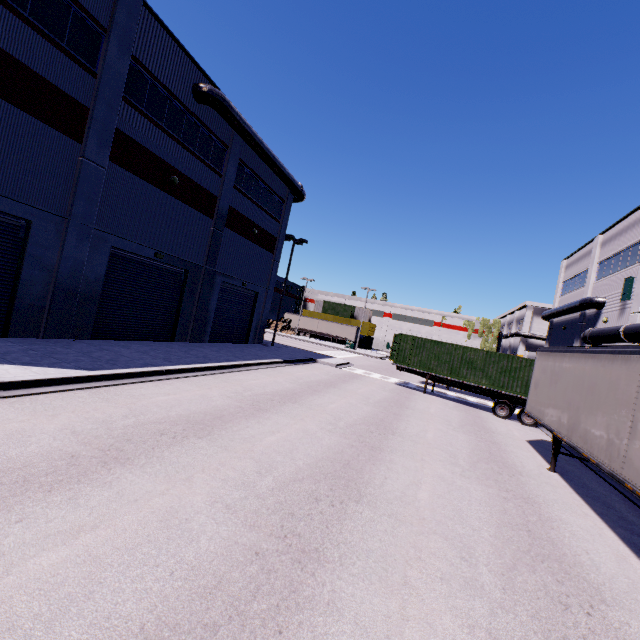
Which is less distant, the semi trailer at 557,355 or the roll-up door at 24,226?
the semi trailer at 557,355

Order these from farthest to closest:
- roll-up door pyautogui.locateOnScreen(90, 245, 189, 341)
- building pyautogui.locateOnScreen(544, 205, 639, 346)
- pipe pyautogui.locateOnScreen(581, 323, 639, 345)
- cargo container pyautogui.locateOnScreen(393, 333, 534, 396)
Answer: building pyautogui.locateOnScreen(544, 205, 639, 346) → cargo container pyautogui.locateOnScreen(393, 333, 534, 396) → pipe pyautogui.locateOnScreen(581, 323, 639, 345) → roll-up door pyautogui.locateOnScreen(90, 245, 189, 341)

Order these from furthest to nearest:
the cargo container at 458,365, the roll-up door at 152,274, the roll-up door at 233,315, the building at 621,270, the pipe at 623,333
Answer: the roll-up door at 233,315, the building at 621,270, the cargo container at 458,365, the pipe at 623,333, the roll-up door at 152,274

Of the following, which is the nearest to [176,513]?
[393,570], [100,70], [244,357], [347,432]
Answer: [393,570]

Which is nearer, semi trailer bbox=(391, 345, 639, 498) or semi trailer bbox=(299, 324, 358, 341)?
semi trailer bbox=(391, 345, 639, 498)

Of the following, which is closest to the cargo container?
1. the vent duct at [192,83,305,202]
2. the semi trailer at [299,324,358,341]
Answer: the semi trailer at [299,324,358,341]

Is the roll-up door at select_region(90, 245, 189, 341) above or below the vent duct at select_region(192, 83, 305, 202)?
below

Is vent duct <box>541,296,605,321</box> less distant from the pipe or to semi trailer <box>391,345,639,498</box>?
the pipe
